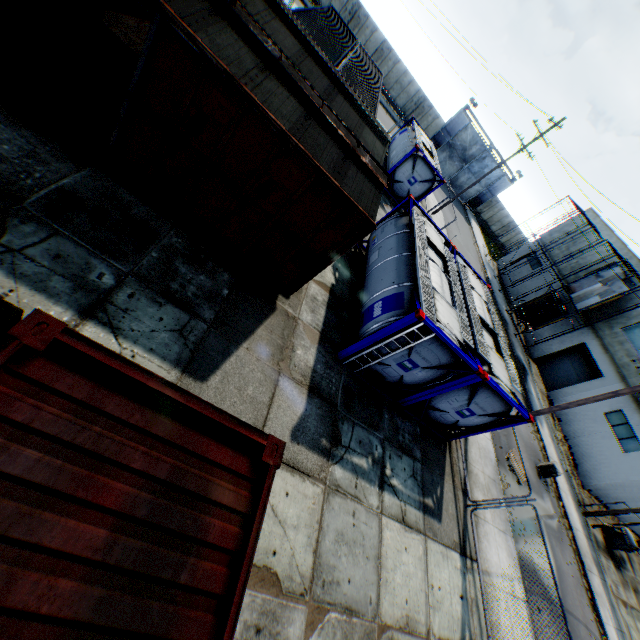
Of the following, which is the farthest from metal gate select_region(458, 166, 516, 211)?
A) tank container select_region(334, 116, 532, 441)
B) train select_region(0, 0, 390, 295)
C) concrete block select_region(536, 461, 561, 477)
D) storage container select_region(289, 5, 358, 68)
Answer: concrete block select_region(536, 461, 561, 477)

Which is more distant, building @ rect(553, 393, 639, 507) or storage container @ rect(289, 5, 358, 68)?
building @ rect(553, 393, 639, 507)

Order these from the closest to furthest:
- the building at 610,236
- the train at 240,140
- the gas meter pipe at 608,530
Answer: the train at 240,140
the gas meter pipe at 608,530
the building at 610,236

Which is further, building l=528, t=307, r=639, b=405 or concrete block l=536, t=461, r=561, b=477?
building l=528, t=307, r=639, b=405

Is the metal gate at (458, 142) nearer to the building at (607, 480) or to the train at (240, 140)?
the building at (607, 480)

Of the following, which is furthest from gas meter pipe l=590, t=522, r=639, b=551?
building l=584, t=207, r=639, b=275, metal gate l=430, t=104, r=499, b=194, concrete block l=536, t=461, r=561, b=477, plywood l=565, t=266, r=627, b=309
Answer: metal gate l=430, t=104, r=499, b=194

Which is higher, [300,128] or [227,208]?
[300,128]

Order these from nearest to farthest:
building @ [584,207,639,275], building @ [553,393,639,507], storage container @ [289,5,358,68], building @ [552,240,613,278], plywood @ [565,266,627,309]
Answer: storage container @ [289,5,358,68], building @ [553,393,639,507], plywood @ [565,266,627,309], building @ [584,207,639,275], building @ [552,240,613,278]
